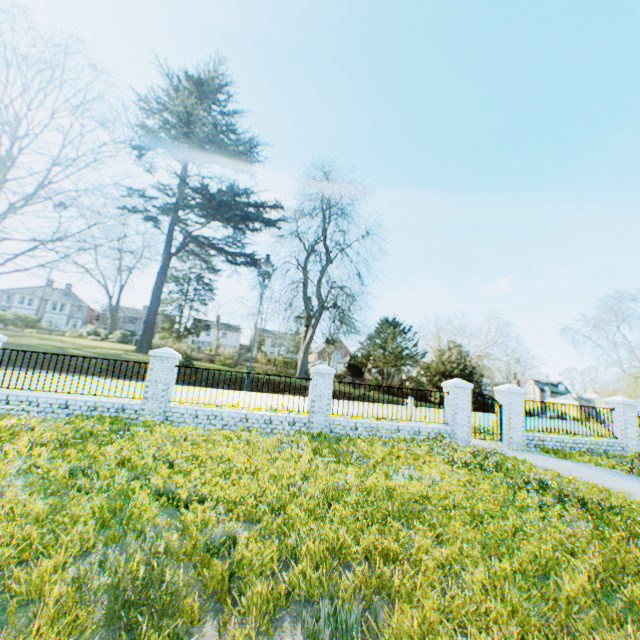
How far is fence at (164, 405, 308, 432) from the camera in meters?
10.7

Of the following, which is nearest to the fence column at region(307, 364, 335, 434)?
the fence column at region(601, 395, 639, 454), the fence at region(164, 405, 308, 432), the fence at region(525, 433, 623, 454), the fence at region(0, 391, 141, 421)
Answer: the fence at region(164, 405, 308, 432)

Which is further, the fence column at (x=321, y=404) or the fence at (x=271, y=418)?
the fence column at (x=321, y=404)

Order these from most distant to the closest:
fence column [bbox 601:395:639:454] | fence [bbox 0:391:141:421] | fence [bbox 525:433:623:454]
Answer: fence column [bbox 601:395:639:454] → fence [bbox 525:433:623:454] → fence [bbox 0:391:141:421]

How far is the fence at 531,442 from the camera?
12.90m

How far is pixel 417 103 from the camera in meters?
58.9 m

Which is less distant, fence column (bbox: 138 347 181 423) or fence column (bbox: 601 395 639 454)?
fence column (bbox: 138 347 181 423)

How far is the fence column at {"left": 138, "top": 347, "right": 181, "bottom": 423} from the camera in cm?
1053
